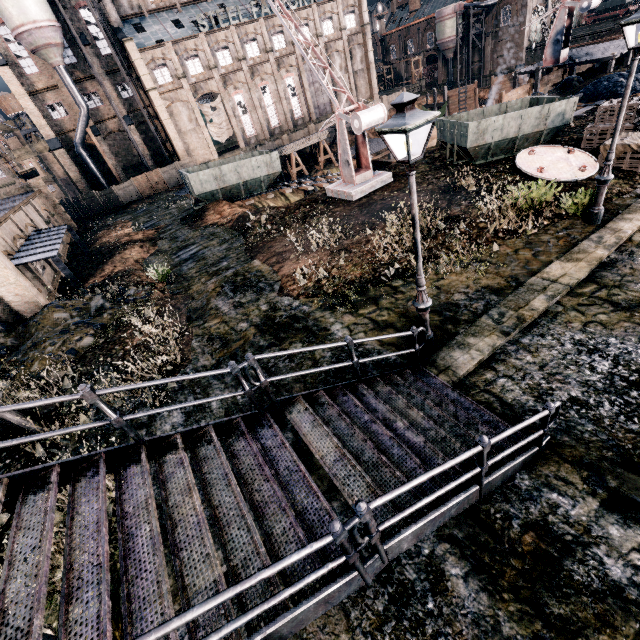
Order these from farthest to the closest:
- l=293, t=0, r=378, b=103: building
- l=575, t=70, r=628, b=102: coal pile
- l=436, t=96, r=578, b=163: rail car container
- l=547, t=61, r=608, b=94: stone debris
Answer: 1. l=293, t=0, r=378, b=103: building
2. l=547, t=61, r=608, b=94: stone debris
3. l=575, t=70, r=628, b=102: coal pile
4. l=436, t=96, r=578, b=163: rail car container

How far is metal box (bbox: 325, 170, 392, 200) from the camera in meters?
19.0

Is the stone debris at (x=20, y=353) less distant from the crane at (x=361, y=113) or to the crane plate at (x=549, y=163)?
the crane at (x=361, y=113)

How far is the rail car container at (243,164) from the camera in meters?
26.7 m

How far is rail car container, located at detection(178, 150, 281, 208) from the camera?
26.70m

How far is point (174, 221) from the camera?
29.2 meters

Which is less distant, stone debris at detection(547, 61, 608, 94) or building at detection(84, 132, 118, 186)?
stone debris at detection(547, 61, 608, 94)

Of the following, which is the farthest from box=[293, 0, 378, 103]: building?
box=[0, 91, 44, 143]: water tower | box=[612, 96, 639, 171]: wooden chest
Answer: box=[612, 96, 639, 171]: wooden chest
